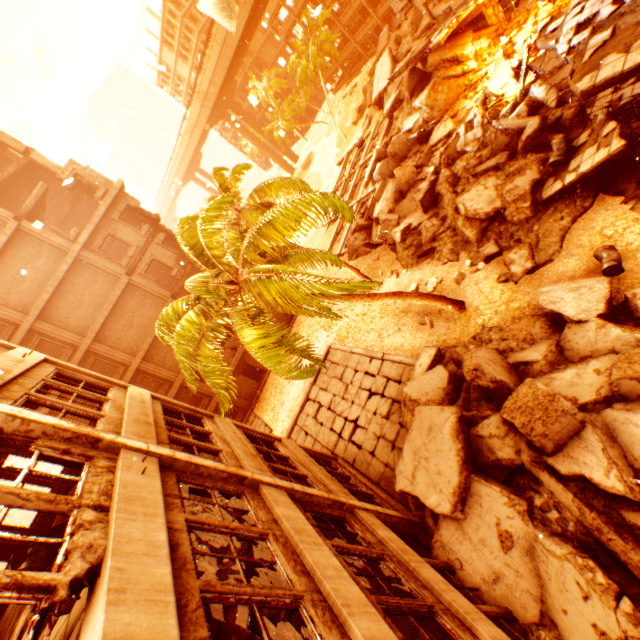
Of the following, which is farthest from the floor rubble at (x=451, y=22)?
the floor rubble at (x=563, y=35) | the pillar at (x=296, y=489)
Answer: the pillar at (x=296, y=489)

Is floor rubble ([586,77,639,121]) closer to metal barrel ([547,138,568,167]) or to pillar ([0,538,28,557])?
metal barrel ([547,138,568,167])

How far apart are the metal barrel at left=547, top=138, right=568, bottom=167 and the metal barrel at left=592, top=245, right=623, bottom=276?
3.9 meters

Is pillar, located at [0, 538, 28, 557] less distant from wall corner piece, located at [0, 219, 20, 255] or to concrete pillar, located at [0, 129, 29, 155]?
wall corner piece, located at [0, 219, 20, 255]

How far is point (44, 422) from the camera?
5.39m

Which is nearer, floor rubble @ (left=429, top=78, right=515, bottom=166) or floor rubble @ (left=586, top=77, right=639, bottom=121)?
floor rubble @ (left=586, top=77, right=639, bottom=121)

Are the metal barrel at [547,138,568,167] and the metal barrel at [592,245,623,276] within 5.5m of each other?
yes

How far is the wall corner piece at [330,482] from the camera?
9.6 meters
